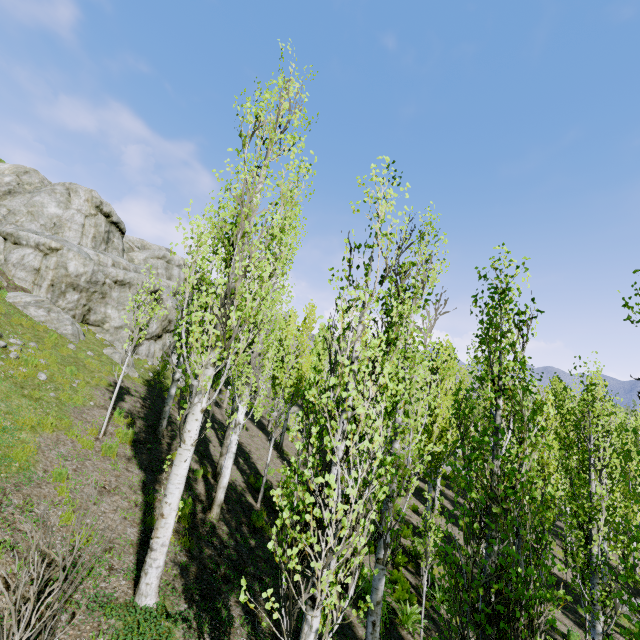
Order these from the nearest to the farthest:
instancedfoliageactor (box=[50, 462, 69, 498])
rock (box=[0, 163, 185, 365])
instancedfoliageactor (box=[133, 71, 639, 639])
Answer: instancedfoliageactor (box=[133, 71, 639, 639]), instancedfoliageactor (box=[50, 462, 69, 498]), rock (box=[0, 163, 185, 365])

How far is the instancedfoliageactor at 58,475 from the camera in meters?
6.4 m

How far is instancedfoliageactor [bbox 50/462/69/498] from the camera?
6.4m

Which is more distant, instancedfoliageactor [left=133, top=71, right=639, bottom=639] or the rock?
the rock

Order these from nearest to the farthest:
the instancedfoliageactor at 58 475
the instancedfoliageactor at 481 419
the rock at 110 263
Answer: the instancedfoliageactor at 481 419
the instancedfoliageactor at 58 475
the rock at 110 263

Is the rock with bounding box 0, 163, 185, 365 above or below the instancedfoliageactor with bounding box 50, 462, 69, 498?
above

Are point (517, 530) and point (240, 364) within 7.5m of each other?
yes
